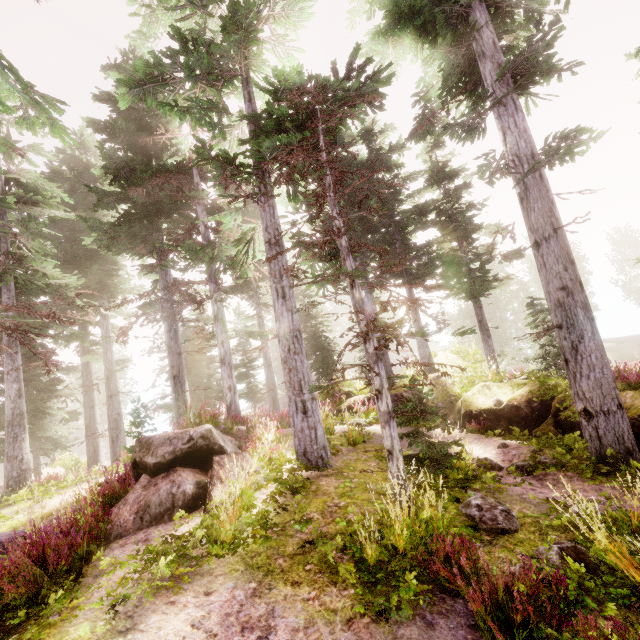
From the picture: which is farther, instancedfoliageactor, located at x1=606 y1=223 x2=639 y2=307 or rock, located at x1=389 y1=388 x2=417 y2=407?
instancedfoliageactor, located at x1=606 y1=223 x2=639 y2=307

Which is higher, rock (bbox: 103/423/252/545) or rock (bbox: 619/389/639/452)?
rock (bbox: 103/423/252/545)

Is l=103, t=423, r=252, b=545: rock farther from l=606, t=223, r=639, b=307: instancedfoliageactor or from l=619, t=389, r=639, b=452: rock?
l=619, t=389, r=639, b=452: rock

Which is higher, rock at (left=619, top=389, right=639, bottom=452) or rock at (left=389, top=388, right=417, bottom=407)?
rock at (left=389, top=388, right=417, bottom=407)

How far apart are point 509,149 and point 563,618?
9.0 meters

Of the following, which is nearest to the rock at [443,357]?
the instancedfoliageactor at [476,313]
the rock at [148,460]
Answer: the instancedfoliageactor at [476,313]
